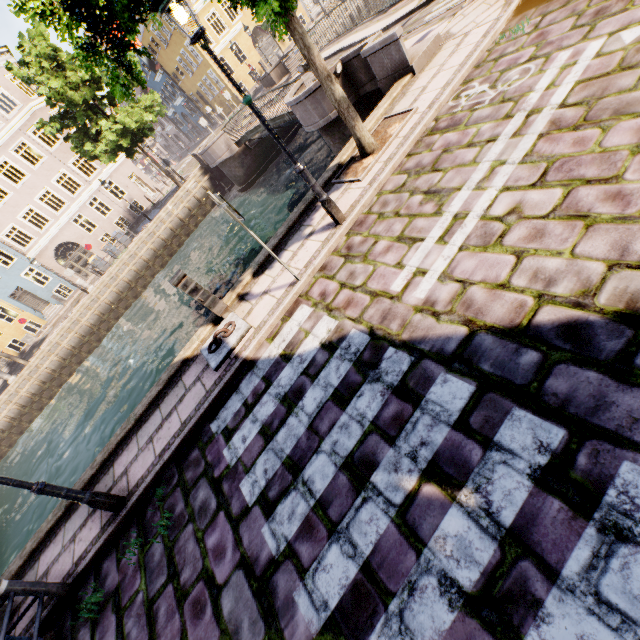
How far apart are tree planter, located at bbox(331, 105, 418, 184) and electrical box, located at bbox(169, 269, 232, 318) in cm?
346

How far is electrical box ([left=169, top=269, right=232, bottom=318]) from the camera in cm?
573

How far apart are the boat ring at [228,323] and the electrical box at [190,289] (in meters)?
0.04

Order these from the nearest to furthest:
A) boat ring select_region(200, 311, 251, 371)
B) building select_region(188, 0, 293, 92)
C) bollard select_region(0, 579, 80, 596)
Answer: bollard select_region(0, 579, 80, 596) < boat ring select_region(200, 311, 251, 371) < building select_region(188, 0, 293, 92)

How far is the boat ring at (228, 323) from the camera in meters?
5.6

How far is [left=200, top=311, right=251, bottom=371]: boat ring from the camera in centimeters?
564cm

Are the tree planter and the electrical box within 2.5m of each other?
no

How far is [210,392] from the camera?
5.4m
